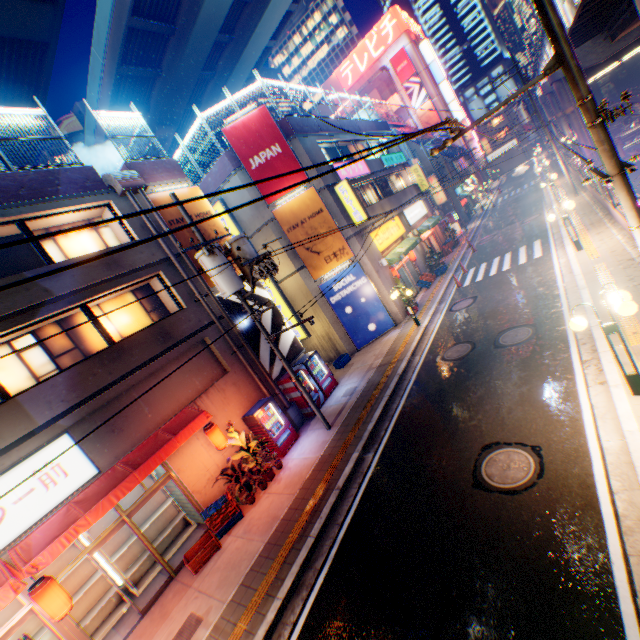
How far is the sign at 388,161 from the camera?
24.9 meters

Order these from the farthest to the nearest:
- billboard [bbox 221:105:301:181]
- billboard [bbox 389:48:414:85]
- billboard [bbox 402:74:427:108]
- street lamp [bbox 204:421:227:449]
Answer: billboard [bbox 402:74:427:108] < billboard [bbox 389:48:414:85] < billboard [bbox 221:105:301:181] < street lamp [bbox 204:421:227:449]

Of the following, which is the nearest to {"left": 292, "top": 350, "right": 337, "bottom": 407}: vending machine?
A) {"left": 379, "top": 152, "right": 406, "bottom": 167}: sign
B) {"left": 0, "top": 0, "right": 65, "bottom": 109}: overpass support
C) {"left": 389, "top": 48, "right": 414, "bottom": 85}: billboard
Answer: {"left": 0, "top": 0, "right": 65, "bottom": 109}: overpass support

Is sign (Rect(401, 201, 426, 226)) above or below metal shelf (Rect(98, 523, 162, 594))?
above

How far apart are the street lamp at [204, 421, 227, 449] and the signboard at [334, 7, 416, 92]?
65.5m

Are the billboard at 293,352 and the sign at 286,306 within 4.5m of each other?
yes

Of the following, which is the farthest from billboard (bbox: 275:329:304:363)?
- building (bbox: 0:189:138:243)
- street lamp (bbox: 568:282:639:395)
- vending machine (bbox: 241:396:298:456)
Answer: street lamp (bbox: 568:282:639:395)

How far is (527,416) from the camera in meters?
7.7 m
